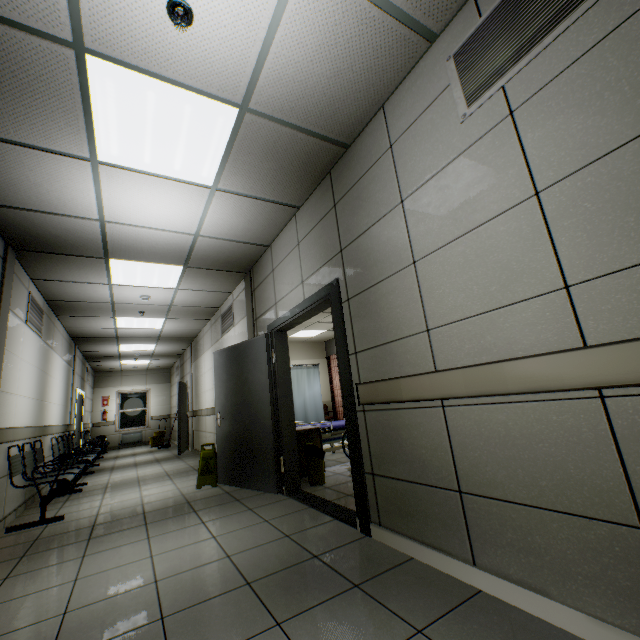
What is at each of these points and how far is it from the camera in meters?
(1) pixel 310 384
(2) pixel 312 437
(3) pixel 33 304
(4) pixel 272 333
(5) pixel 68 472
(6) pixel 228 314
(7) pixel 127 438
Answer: (1) medical screen, 7.3
(2) nightstand, 4.7
(3) ventilation grill, 4.9
(4) door, 4.4
(5) chair, 4.7
(6) ventilation grill, 6.5
(7) radiator, 13.7

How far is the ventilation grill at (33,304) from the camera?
4.7 meters

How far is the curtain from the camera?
11.5 meters

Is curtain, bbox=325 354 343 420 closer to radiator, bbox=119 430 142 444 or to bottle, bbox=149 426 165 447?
bottle, bbox=149 426 165 447

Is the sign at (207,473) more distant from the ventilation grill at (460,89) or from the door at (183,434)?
the ventilation grill at (460,89)

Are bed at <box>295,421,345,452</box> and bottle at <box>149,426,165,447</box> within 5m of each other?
no

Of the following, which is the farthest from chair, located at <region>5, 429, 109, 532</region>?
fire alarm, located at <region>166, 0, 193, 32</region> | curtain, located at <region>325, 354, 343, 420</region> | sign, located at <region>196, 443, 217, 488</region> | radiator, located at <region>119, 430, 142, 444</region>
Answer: radiator, located at <region>119, 430, 142, 444</region>

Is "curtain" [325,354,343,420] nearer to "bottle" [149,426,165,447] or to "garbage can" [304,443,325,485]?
"bottle" [149,426,165,447]
